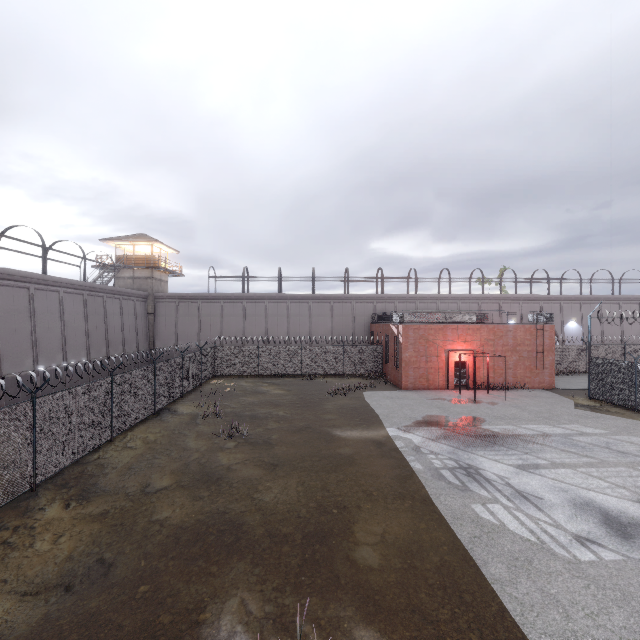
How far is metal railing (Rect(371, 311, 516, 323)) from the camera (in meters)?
24.62

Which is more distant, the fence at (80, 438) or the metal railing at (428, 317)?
the metal railing at (428, 317)

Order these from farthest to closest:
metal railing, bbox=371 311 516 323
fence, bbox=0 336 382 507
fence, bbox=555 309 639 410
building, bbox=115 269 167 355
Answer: building, bbox=115 269 167 355, metal railing, bbox=371 311 516 323, fence, bbox=555 309 639 410, fence, bbox=0 336 382 507

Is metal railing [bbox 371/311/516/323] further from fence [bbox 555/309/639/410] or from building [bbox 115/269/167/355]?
building [bbox 115/269/167/355]

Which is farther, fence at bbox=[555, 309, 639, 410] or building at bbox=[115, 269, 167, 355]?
building at bbox=[115, 269, 167, 355]

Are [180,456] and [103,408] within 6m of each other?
yes

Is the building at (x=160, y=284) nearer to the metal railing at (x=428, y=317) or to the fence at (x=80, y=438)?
the fence at (x=80, y=438)

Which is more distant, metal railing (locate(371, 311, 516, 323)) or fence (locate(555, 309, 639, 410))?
metal railing (locate(371, 311, 516, 323))
